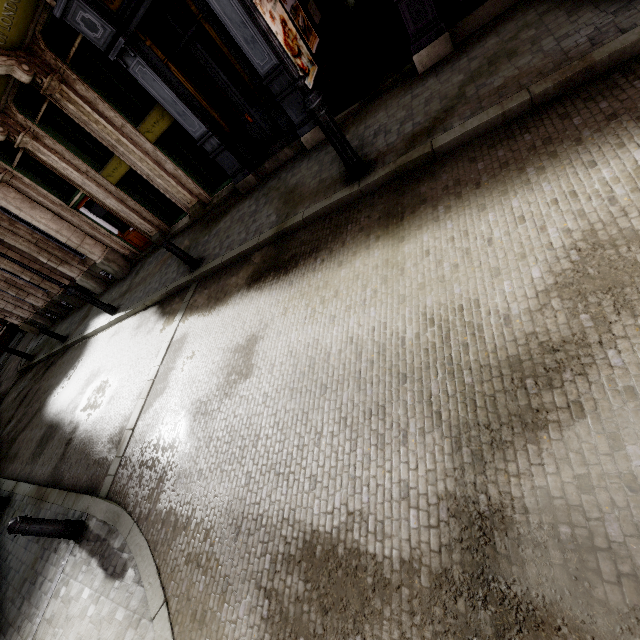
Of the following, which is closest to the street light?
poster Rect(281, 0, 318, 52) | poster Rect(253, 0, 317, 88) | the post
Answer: poster Rect(253, 0, 317, 88)

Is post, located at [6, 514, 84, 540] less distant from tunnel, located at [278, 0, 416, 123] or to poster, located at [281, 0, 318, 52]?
tunnel, located at [278, 0, 416, 123]

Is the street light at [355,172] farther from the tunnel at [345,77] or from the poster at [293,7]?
the poster at [293,7]

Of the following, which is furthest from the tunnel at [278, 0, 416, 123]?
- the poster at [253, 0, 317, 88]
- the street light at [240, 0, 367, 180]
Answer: the street light at [240, 0, 367, 180]

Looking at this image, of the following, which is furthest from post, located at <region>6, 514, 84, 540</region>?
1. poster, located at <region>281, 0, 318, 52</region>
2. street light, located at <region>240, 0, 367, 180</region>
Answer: poster, located at <region>281, 0, 318, 52</region>

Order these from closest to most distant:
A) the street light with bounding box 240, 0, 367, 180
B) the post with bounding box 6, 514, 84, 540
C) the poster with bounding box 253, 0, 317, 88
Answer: the street light with bounding box 240, 0, 367, 180 → the post with bounding box 6, 514, 84, 540 → the poster with bounding box 253, 0, 317, 88

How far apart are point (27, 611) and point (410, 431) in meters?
6.9

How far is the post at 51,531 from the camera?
4.75m
